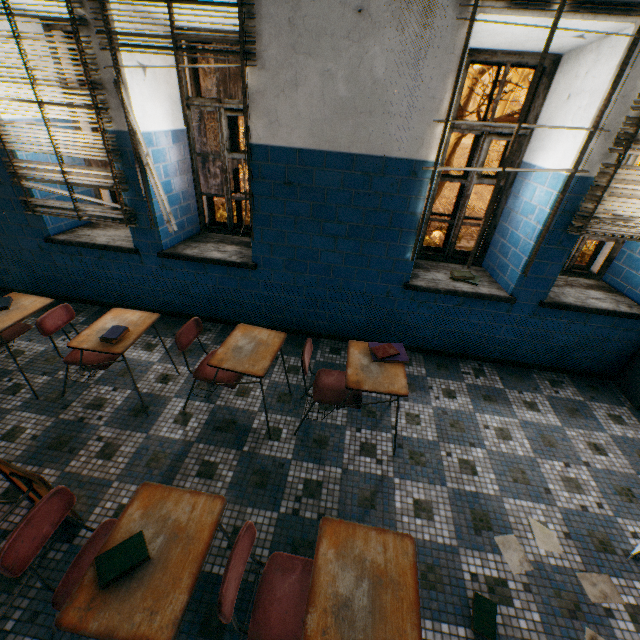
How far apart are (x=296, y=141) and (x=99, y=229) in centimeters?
278cm

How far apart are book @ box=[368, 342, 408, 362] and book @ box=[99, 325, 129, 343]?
2.0 meters

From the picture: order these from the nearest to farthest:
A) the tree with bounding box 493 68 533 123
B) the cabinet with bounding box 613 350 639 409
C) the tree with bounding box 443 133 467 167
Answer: the cabinet with bounding box 613 350 639 409, the tree with bounding box 493 68 533 123, the tree with bounding box 443 133 467 167

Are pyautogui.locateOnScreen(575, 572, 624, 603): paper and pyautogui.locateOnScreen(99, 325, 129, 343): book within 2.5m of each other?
no

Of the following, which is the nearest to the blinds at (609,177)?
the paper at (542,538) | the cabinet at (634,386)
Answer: the cabinet at (634,386)

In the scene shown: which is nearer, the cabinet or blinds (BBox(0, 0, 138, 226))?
blinds (BBox(0, 0, 138, 226))

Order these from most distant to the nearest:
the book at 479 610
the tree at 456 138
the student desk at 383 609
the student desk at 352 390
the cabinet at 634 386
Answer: the tree at 456 138
the cabinet at 634 386
the student desk at 352 390
the book at 479 610
the student desk at 383 609

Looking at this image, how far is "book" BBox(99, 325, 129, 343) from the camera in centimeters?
243cm
